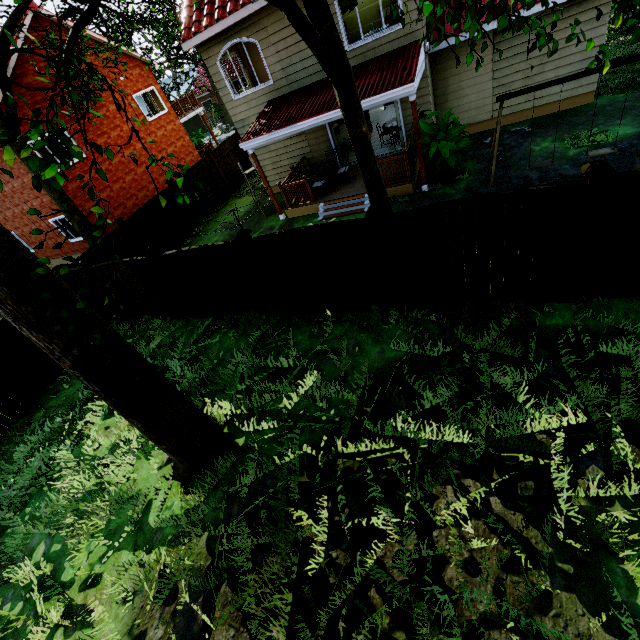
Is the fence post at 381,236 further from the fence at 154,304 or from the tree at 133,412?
the tree at 133,412

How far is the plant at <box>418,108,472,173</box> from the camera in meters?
8.9

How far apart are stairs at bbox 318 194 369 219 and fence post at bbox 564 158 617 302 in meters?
6.8 m

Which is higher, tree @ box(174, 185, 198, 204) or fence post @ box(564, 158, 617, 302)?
tree @ box(174, 185, 198, 204)

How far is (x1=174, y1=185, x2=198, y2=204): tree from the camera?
2.8 meters

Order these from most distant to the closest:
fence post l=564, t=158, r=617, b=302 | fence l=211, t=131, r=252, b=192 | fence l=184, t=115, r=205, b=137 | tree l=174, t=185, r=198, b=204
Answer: fence l=184, t=115, r=205, b=137
fence l=211, t=131, r=252, b=192
fence post l=564, t=158, r=617, b=302
tree l=174, t=185, r=198, b=204

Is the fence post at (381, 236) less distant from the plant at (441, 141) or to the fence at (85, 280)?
the fence at (85, 280)

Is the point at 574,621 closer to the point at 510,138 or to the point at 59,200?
the point at 510,138
